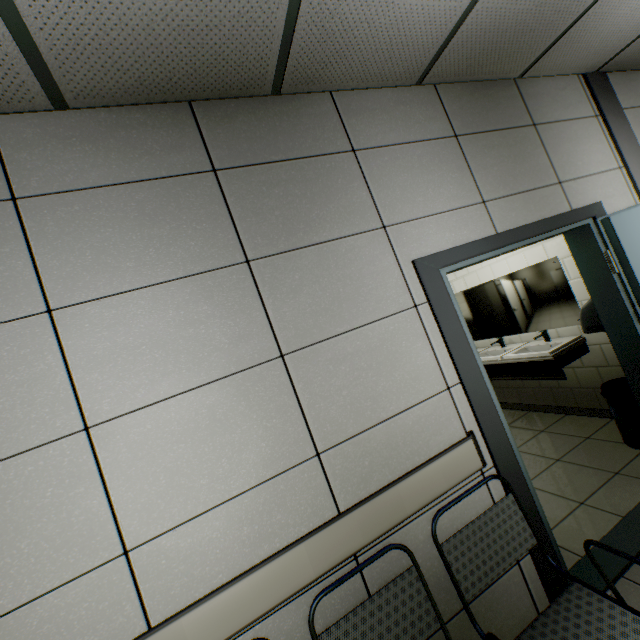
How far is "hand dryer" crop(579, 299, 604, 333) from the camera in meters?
2.7 m

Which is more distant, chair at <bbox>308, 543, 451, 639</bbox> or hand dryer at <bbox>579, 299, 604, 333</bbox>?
hand dryer at <bbox>579, 299, 604, 333</bbox>

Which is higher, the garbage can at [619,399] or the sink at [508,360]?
the sink at [508,360]

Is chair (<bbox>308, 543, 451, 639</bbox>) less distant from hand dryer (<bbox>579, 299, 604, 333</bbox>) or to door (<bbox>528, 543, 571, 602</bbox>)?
door (<bbox>528, 543, 571, 602</bbox>)

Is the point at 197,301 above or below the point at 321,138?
below

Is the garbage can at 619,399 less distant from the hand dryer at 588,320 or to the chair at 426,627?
the hand dryer at 588,320

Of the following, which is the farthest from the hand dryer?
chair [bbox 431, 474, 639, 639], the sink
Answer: chair [bbox 431, 474, 639, 639]

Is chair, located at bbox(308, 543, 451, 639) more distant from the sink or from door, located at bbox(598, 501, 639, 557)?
the sink
